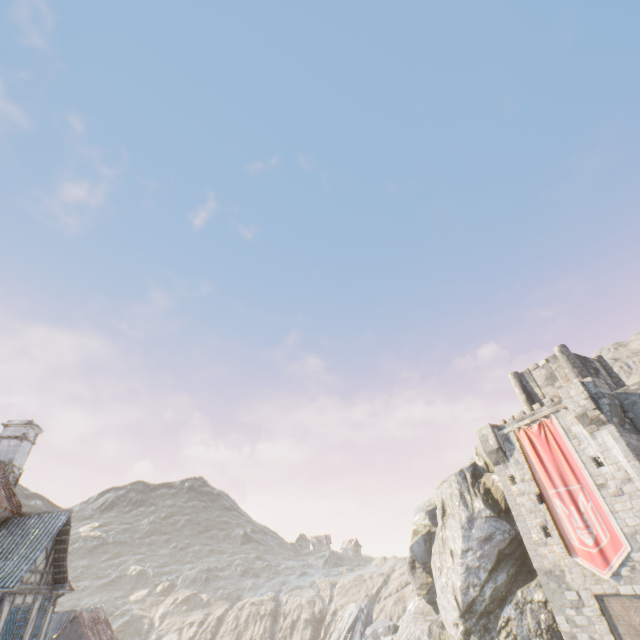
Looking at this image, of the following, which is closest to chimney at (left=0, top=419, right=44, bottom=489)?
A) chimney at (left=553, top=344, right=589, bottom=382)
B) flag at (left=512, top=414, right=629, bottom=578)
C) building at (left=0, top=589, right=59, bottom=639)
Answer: building at (left=0, top=589, right=59, bottom=639)

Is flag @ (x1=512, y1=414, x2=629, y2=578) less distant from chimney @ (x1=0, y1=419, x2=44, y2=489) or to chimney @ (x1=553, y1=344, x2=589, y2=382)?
chimney @ (x1=553, y1=344, x2=589, y2=382)

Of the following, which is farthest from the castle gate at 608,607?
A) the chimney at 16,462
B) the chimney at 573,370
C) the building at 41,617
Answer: the chimney at 16,462

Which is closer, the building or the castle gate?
the building

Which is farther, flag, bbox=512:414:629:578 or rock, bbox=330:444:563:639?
rock, bbox=330:444:563:639

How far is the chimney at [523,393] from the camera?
28.6 meters

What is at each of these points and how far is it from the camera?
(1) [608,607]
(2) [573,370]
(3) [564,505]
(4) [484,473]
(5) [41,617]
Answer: (1) castle gate, 18.05m
(2) chimney, 26.08m
(3) flag, 20.53m
(4) rock, 29.03m
(5) building, 17.03m

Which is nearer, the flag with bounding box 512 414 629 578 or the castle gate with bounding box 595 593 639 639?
the castle gate with bounding box 595 593 639 639
